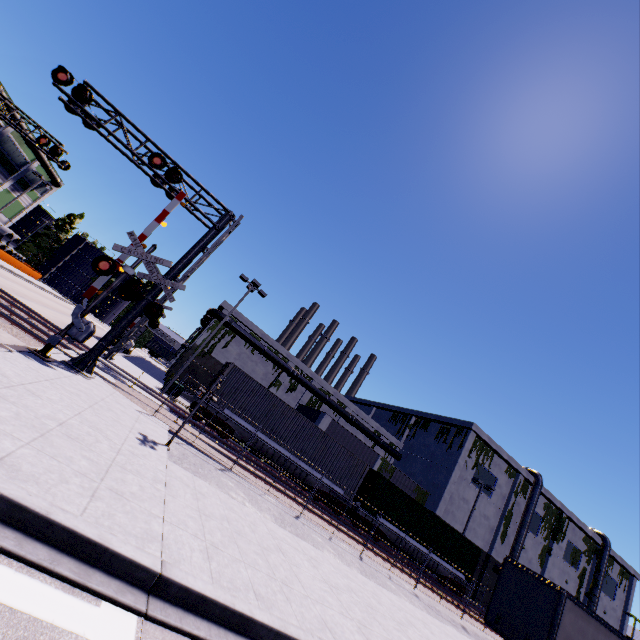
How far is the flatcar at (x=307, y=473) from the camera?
20.5m

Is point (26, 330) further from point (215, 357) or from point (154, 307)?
point (215, 357)

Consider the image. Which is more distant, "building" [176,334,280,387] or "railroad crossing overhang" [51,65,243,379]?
"building" [176,334,280,387]

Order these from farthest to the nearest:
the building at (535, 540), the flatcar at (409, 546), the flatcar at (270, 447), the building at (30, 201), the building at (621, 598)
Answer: the building at (30, 201)
the building at (621, 598)
the building at (535, 540)
the flatcar at (409, 546)
the flatcar at (270, 447)

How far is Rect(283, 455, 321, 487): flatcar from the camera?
20.53m

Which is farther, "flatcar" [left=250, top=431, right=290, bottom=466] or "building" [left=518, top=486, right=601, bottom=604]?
"building" [left=518, top=486, right=601, bottom=604]

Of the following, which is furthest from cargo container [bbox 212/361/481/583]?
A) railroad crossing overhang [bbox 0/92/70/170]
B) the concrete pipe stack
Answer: railroad crossing overhang [bbox 0/92/70/170]

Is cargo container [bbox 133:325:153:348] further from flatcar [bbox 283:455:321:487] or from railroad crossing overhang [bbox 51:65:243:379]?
railroad crossing overhang [bbox 51:65:243:379]
